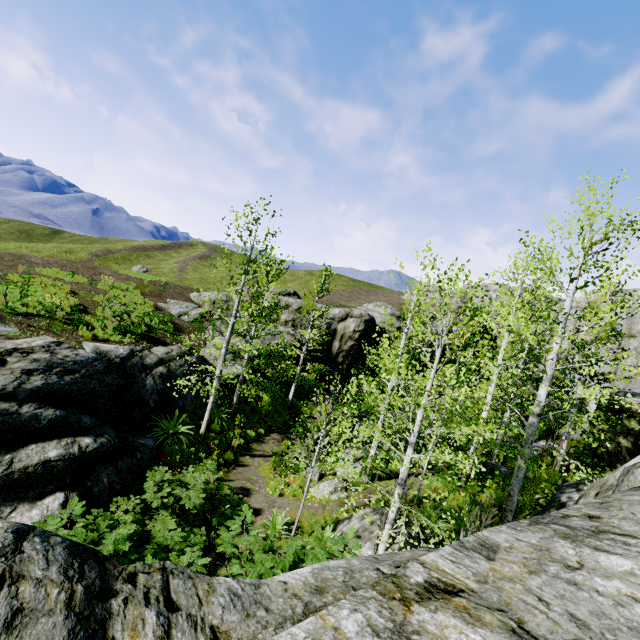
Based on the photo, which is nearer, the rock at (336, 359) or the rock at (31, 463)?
the rock at (31, 463)

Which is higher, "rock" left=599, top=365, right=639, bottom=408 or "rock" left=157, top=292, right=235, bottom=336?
"rock" left=599, top=365, right=639, bottom=408

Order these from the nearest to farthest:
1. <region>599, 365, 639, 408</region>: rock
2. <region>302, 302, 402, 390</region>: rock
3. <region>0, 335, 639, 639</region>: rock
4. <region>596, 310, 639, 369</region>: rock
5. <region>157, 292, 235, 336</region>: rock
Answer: <region>0, 335, 639, 639</region>: rock < <region>599, 365, 639, 408</region>: rock < <region>596, 310, 639, 369</region>: rock < <region>157, 292, 235, 336</region>: rock < <region>302, 302, 402, 390</region>: rock

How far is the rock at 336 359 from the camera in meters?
27.3

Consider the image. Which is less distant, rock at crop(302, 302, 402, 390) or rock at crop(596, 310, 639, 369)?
rock at crop(596, 310, 639, 369)

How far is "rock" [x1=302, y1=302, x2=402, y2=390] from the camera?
27.31m

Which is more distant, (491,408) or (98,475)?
(491,408)
